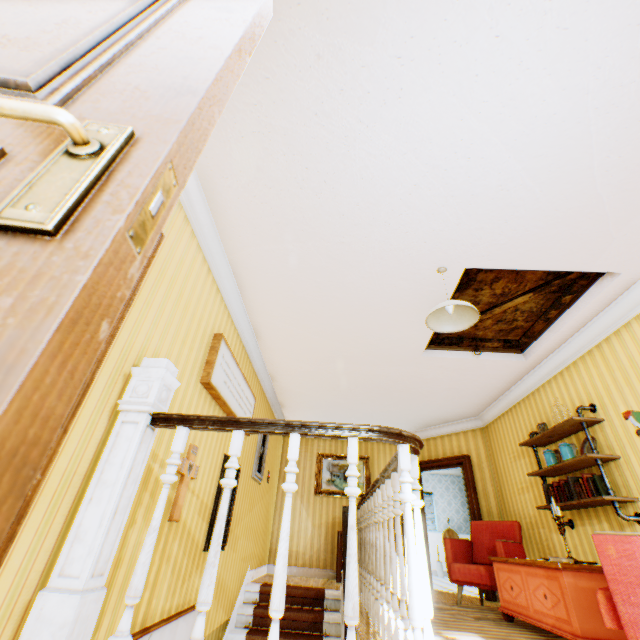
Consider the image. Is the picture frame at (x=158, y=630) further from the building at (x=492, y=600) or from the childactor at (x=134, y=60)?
the childactor at (x=134, y=60)

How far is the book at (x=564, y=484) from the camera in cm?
368

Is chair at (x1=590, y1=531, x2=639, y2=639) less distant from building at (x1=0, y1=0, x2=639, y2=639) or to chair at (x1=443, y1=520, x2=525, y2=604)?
building at (x1=0, y1=0, x2=639, y2=639)

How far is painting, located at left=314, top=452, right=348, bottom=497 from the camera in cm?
797

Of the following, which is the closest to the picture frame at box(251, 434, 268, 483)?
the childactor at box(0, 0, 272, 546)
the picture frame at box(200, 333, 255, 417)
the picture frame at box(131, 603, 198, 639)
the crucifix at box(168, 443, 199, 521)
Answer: the picture frame at box(200, 333, 255, 417)

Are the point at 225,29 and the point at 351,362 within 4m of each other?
no

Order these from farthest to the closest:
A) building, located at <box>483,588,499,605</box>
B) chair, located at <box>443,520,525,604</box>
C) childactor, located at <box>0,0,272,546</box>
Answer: building, located at <box>483,588,499,605</box>
chair, located at <box>443,520,525,604</box>
childactor, located at <box>0,0,272,546</box>

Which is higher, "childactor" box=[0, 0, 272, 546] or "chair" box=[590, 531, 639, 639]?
"childactor" box=[0, 0, 272, 546]
